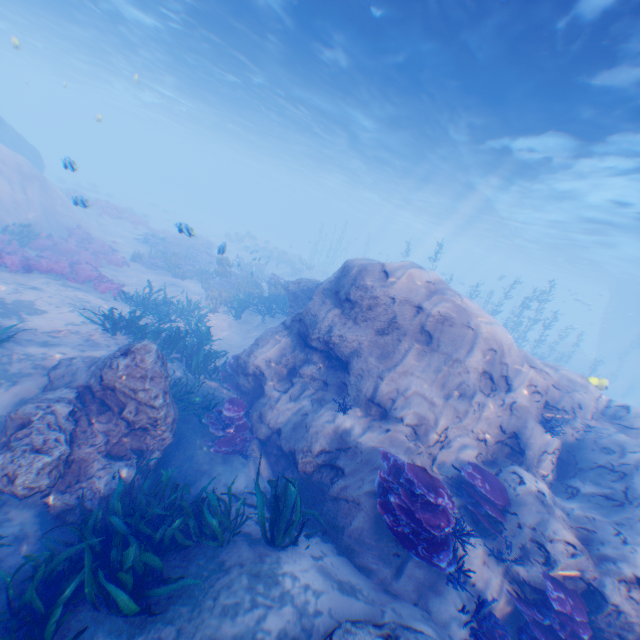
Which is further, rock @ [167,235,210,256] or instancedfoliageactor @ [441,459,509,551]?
rock @ [167,235,210,256]

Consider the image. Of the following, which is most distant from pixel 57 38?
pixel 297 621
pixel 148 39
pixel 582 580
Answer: pixel 582 580

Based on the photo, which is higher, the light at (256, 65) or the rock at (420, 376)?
the light at (256, 65)

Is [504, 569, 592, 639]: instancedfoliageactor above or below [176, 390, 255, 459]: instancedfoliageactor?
above

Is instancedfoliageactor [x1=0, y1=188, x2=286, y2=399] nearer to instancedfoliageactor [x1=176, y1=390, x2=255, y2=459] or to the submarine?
the submarine

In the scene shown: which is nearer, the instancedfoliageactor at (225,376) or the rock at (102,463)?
the rock at (102,463)

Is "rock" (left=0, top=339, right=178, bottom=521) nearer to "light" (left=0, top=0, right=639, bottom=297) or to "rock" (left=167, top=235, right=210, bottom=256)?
"light" (left=0, top=0, right=639, bottom=297)

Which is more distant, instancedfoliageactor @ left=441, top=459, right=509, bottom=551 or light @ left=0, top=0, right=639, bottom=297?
light @ left=0, top=0, right=639, bottom=297
